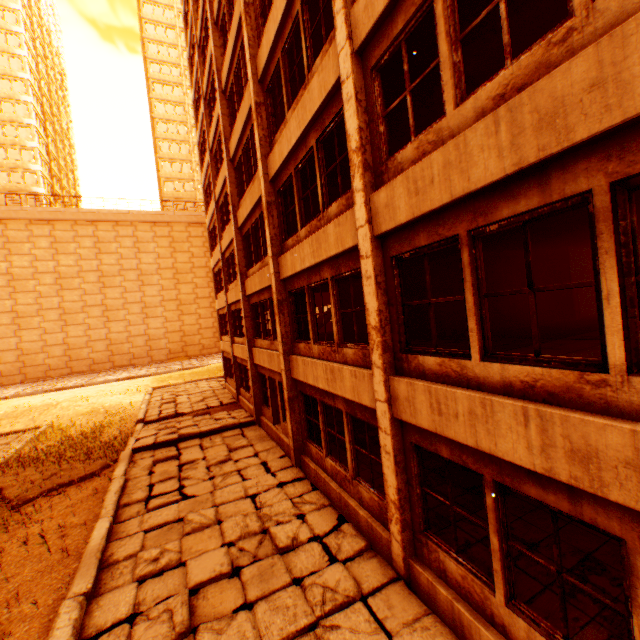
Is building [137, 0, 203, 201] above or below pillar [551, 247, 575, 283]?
above

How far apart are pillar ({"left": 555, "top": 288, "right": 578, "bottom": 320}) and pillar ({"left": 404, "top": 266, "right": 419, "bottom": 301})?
5.0m

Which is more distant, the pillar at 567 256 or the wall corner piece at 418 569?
the pillar at 567 256

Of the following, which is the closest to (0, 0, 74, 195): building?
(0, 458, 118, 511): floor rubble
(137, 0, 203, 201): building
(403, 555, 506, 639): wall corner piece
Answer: (137, 0, 203, 201): building

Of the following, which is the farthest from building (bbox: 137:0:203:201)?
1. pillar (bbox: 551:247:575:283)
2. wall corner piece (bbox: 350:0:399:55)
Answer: pillar (bbox: 551:247:575:283)

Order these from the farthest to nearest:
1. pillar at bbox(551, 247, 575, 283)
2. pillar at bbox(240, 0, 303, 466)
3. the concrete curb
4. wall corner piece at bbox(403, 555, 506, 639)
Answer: pillar at bbox(551, 247, 575, 283) < pillar at bbox(240, 0, 303, 466) < the concrete curb < wall corner piece at bbox(403, 555, 506, 639)

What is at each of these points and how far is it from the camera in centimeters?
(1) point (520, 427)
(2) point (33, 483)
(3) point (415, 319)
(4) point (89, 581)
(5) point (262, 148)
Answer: (1) wall corner piece, 335cm
(2) floor rubble, 1118cm
(3) pillar, 1201cm
(4) concrete curb, 587cm
(5) pillar, 972cm

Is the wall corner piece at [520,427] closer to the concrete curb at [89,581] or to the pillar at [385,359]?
the pillar at [385,359]
